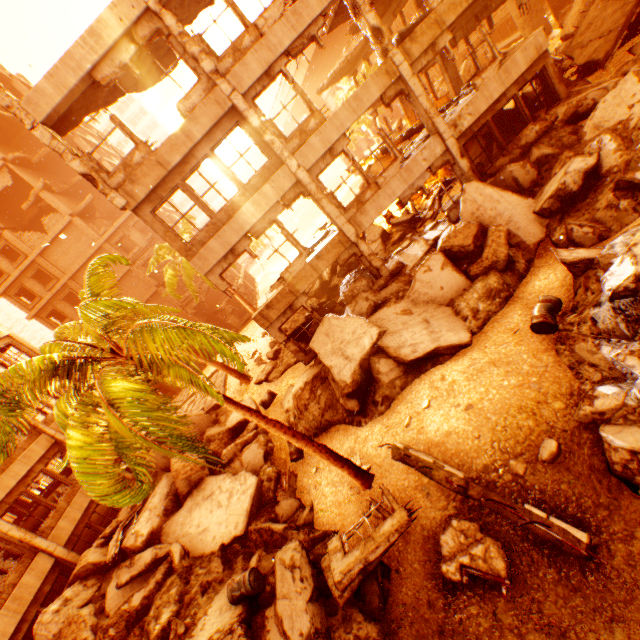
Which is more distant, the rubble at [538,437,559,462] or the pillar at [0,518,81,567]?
the pillar at [0,518,81,567]

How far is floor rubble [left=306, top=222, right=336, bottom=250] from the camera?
13.14m

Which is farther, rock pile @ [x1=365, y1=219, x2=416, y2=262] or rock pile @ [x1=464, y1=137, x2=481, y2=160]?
rock pile @ [x1=365, y1=219, x2=416, y2=262]

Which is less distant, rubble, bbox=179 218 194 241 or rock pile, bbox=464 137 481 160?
rock pile, bbox=464 137 481 160

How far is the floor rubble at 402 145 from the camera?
13.1 meters

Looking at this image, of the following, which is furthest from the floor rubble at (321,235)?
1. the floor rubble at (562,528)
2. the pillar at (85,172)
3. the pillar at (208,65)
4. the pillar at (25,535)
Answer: the pillar at (25,535)

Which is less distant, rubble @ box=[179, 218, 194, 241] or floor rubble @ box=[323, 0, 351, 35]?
floor rubble @ box=[323, 0, 351, 35]

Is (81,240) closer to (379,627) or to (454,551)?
(379,627)
